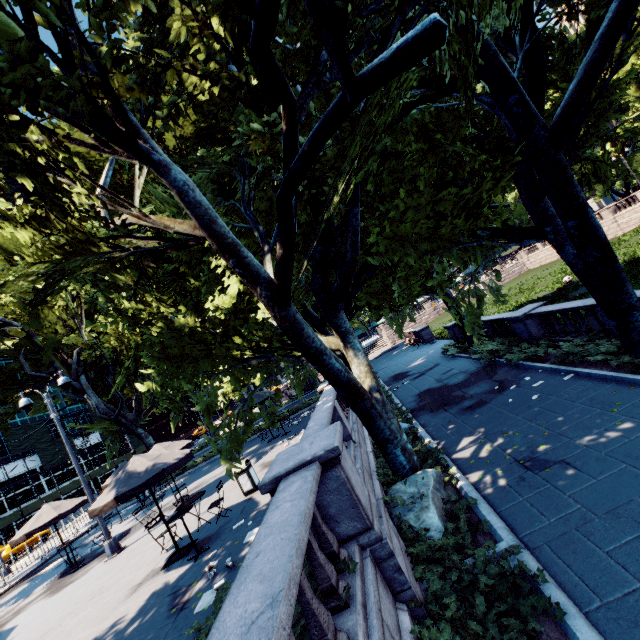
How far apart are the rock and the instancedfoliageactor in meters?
3.6 m

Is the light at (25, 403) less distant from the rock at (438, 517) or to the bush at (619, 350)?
the rock at (438, 517)

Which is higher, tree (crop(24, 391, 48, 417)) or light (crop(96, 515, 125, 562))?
tree (crop(24, 391, 48, 417))

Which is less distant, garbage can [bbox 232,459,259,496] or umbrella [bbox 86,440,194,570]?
umbrella [bbox 86,440,194,570]

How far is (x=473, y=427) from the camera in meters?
10.6

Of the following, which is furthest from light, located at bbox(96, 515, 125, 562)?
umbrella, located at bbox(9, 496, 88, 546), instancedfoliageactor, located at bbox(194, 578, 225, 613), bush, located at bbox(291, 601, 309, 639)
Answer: bush, located at bbox(291, 601, 309, 639)

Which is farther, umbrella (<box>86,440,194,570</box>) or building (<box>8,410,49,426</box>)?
building (<box>8,410,49,426</box>)

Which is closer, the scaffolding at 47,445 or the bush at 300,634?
the bush at 300,634
